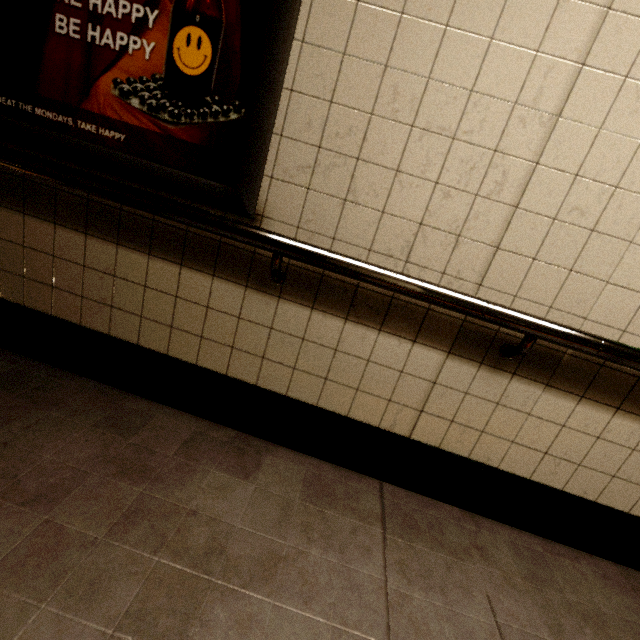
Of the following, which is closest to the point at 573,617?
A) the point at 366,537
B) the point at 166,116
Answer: the point at 366,537
